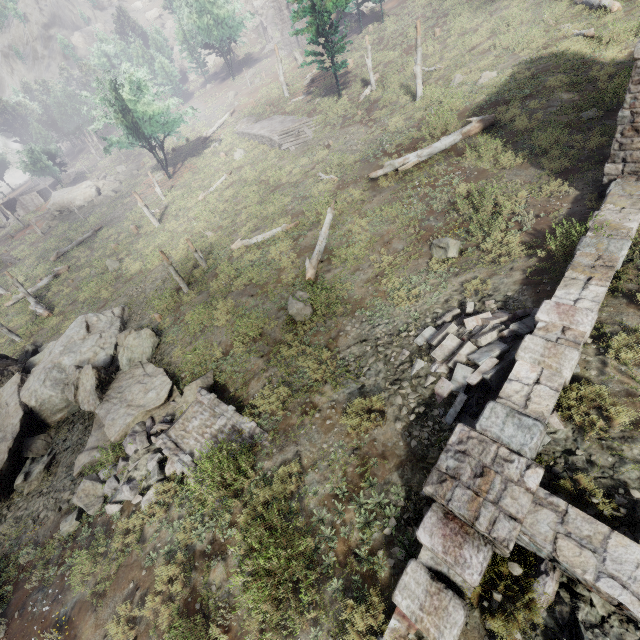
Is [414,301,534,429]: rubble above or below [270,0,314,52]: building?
below

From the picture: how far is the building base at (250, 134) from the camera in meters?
27.7 m

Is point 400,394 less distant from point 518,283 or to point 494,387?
point 494,387

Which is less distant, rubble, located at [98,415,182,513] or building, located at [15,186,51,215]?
rubble, located at [98,415,182,513]

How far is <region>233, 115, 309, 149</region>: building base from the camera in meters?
27.7

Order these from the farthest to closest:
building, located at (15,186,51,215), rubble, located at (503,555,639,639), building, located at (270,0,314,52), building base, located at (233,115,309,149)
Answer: building, located at (15,186,51,215), building, located at (270,0,314,52), building base, located at (233,115,309,149), rubble, located at (503,555,639,639)

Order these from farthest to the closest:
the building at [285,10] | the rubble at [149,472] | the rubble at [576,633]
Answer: the building at [285,10] < the rubble at [149,472] < the rubble at [576,633]

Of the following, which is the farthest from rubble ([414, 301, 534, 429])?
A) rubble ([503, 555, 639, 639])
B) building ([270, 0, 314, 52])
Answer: building ([270, 0, 314, 52])
